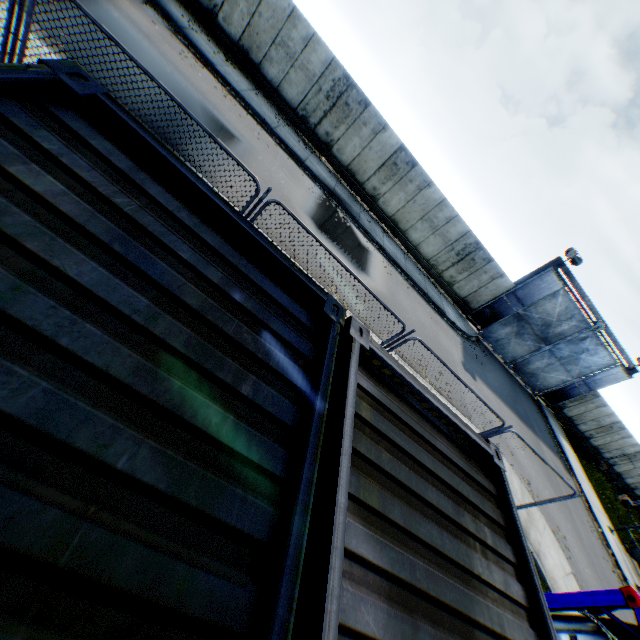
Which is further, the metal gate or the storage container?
the metal gate

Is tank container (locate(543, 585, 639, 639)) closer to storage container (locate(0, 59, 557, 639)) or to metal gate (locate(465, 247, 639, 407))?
storage container (locate(0, 59, 557, 639))

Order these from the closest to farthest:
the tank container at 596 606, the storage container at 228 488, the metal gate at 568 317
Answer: the storage container at 228 488 → the tank container at 596 606 → the metal gate at 568 317

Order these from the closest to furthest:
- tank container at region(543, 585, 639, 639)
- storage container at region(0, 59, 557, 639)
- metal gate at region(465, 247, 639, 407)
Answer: storage container at region(0, 59, 557, 639) → tank container at region(543, 585, 639, 639) → metal gate at region(465, 247, 639, 407)

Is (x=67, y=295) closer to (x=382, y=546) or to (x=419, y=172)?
(x=382, y=546)

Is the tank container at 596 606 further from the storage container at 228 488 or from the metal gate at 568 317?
the metal gate at 568 317
